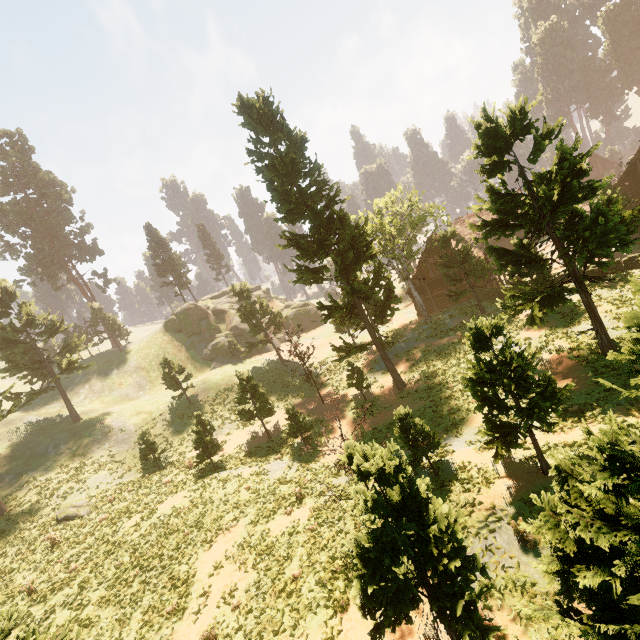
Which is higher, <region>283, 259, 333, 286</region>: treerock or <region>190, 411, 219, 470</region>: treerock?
<region>283, 259, 333, 286</region>: treerock

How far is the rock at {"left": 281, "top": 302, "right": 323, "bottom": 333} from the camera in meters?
54.0 m

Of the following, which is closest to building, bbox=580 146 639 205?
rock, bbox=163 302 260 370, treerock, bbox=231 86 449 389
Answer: treerock, bbox=231 86 449 389

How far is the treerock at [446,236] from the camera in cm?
2835

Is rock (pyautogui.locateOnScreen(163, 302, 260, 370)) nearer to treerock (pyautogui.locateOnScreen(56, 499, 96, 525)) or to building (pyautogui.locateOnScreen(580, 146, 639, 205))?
treerock (pyautogui.locateOnScreen(56, 499, 96, 525))

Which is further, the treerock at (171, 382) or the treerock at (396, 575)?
the treerock at (171, 382)

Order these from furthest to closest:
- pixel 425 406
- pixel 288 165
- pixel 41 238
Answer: pixel 41 238, pixel 425 406, pixel 288 165
